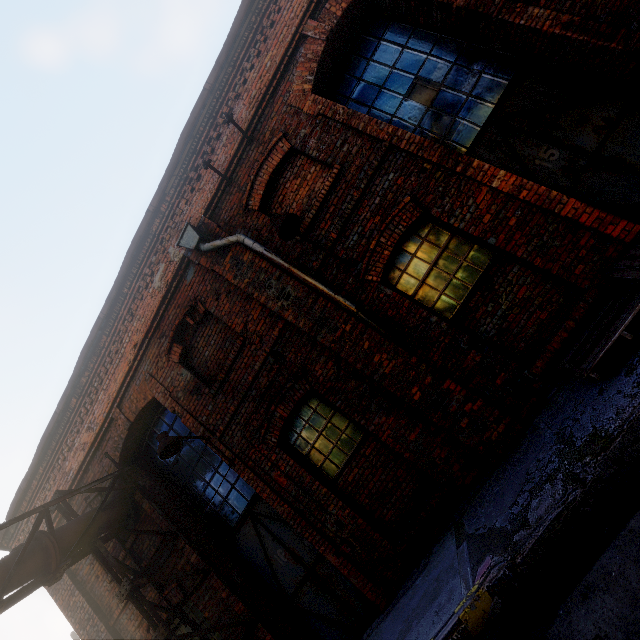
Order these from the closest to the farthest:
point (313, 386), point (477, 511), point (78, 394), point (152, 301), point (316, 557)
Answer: point (477, 511), point (313, 386), point (316, 557), point (152, 301), point (78, 394)

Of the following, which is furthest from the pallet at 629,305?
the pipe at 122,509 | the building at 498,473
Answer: the pipe at 122,509

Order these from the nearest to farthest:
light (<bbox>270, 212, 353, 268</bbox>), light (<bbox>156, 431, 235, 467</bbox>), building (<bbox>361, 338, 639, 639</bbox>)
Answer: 1. building (<bbox>361, 338, 639, 639</bbox>)
2. light (<bbox>270, 212, 353, 268</bbox>)
3. light (<bbox>156, 431, 235, 467</bbox>)

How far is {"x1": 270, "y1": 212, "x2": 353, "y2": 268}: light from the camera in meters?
4.7

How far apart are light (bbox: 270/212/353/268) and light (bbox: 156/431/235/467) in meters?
3.9

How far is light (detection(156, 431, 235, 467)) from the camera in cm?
544

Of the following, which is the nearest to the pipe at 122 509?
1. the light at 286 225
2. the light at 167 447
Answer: the light at 167 447

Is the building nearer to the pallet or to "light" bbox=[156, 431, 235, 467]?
the pallet
